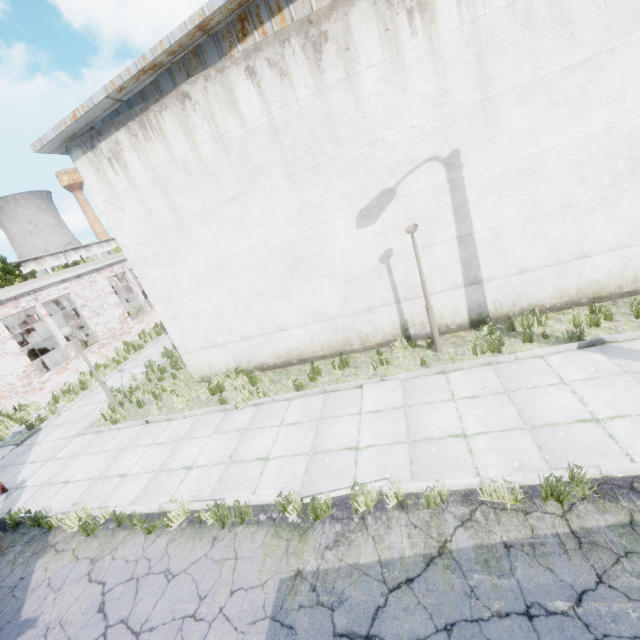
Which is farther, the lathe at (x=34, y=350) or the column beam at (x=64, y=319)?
the lathe at (x=34, y=350)

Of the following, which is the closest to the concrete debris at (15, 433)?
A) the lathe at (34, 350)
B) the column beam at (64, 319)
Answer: the column beam at (64, 319)

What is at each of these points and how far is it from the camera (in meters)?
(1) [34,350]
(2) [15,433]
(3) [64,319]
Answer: A:
(1) lathe, 25.20
(2) concrete debris, 12.91
(3) column beam, 20.06

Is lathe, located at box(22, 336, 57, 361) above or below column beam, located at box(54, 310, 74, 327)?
below

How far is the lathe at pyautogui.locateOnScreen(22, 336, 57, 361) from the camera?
24.7m

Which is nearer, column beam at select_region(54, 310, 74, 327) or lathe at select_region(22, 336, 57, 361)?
column beam at select_region(54, 310, 74, 327)

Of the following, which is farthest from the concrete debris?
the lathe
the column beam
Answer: the lathe
